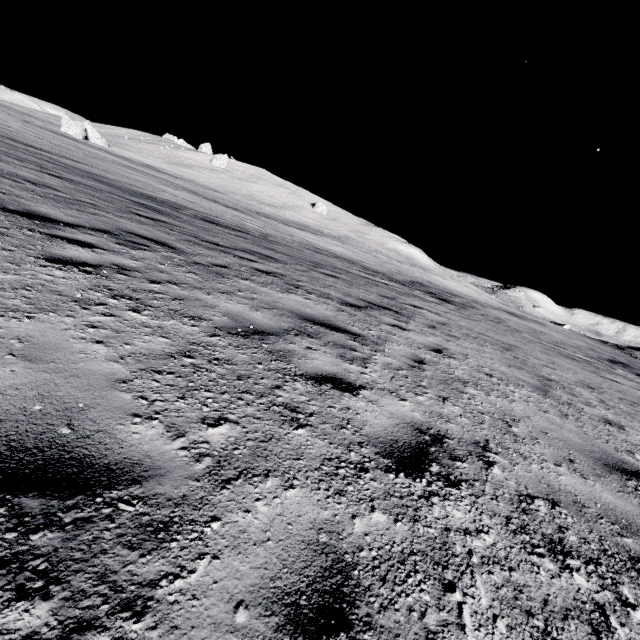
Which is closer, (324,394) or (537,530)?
(537,530)
